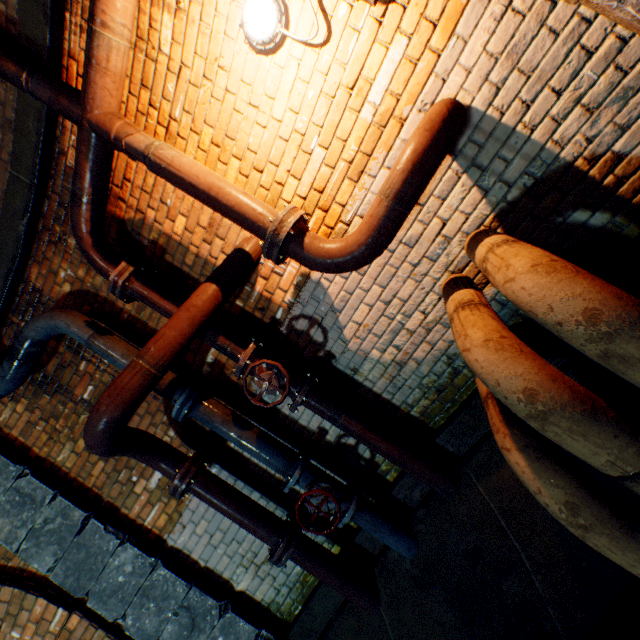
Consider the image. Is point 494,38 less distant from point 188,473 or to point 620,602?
point 620,602

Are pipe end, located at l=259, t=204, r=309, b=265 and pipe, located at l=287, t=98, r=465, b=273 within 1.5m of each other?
yes

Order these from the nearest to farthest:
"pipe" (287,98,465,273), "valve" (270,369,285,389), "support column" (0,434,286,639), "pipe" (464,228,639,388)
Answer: "pipe" (464,228,639,388), "pipe" (287,98,465,273), "valve" (270,369,285,389), "support column" (0,434,286,639)

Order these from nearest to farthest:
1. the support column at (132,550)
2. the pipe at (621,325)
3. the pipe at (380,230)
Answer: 1. the pipe at (621,325)
2. the pipe at (380,230)
3. the support column at (132,550)

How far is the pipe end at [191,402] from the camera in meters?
2.5

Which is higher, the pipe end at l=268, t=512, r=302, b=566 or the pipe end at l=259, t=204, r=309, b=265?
the pipe end at l=259, t=204, r=309, b=265

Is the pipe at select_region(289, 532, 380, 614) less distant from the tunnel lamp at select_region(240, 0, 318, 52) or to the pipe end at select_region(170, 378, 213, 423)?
the pipe end at select_region(170, 378, 213, 423)

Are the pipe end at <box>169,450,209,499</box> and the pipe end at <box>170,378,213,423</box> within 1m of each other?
yes
